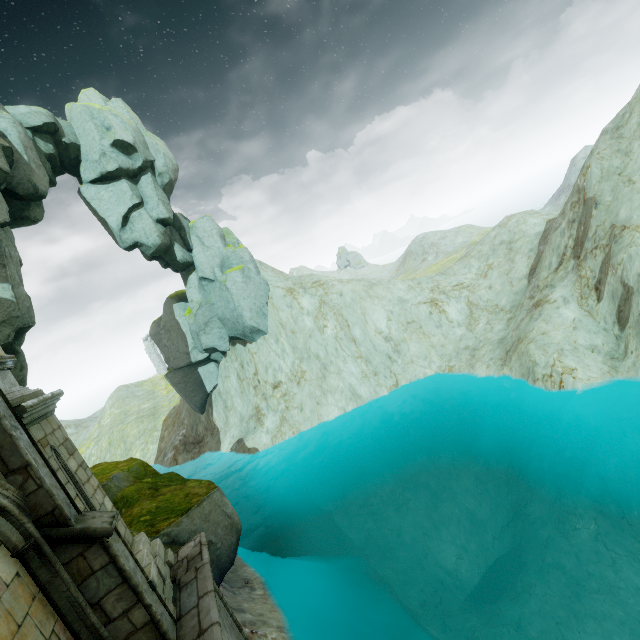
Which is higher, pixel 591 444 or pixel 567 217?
pixel 567 217

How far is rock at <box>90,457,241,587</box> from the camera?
10.92m

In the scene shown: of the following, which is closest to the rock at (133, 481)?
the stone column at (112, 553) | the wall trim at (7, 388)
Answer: the wall trim at (7, 388)

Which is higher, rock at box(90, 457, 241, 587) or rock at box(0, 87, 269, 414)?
rock at box(0, 87, 269, 414)

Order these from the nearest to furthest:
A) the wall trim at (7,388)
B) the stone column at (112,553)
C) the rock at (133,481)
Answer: the stone column at (112,553)
the wall trim at (7,388)
the rock at (133,481)

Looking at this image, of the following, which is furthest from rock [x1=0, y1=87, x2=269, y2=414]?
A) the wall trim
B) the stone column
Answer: the stone column

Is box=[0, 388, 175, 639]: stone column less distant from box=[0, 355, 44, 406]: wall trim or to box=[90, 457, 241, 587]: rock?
box=[0, 355, 44, 406]: wall trim
